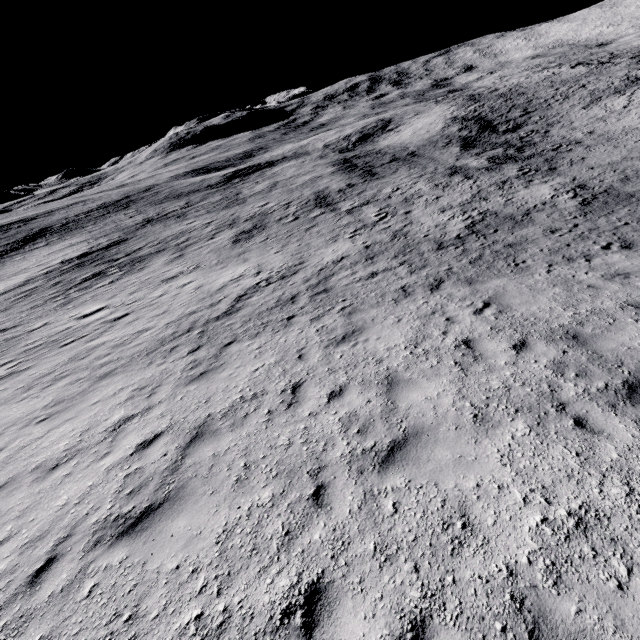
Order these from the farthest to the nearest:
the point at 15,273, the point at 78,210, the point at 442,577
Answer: the point at 78,210, the point at 15,273, the point at 442,577
